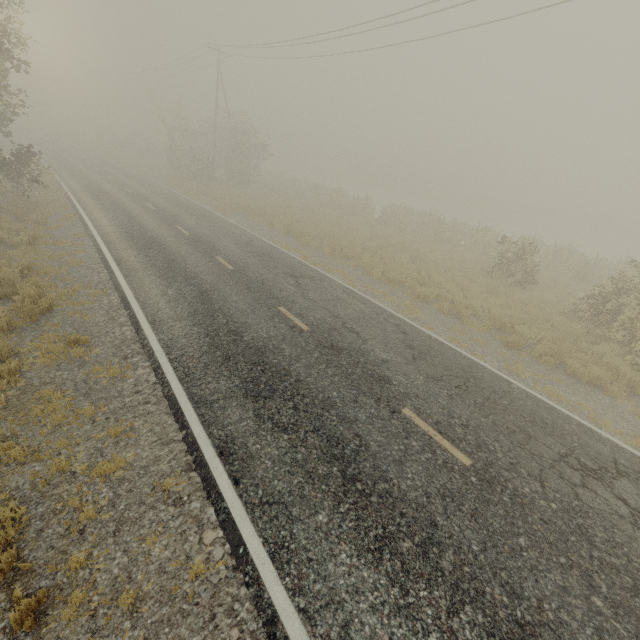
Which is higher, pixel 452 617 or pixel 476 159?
pixel 476 159
